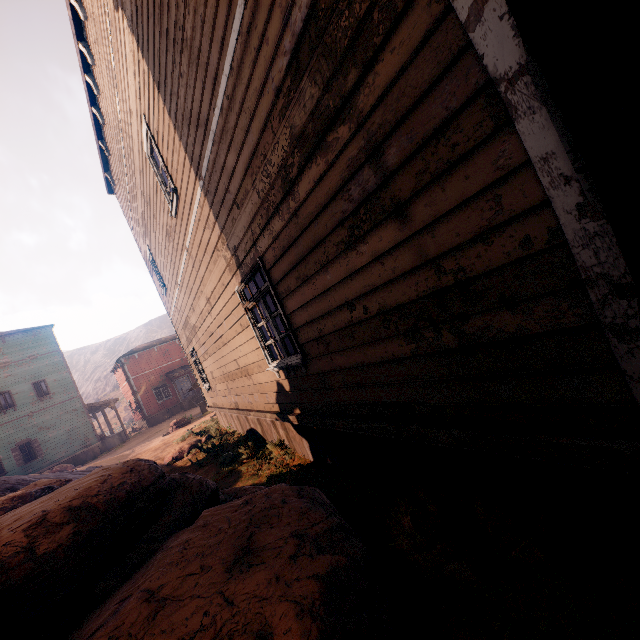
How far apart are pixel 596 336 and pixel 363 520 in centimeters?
305cm

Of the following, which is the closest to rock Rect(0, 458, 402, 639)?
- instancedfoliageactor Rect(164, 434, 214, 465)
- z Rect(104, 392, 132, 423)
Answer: z Rect(104, 392, 132, 423)

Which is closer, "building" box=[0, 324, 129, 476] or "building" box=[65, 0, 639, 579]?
"building" box=[65, 0, 639, 579]

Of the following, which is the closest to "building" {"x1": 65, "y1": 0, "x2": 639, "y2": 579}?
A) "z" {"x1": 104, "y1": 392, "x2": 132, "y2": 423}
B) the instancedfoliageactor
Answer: "z" {"x1": 104, "y1": 392, "x2": 132, "y2": 423}

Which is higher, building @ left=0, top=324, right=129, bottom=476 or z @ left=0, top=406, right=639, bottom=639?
building @ left=0, top=324, right=129, bottom=476

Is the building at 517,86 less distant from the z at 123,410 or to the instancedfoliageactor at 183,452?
the z at 123,410

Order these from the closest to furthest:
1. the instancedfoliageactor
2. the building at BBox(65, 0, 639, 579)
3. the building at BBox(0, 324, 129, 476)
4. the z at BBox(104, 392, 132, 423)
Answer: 1. the building at BBox(65, 0, 639, 579)
2. the instancedfoliageactor
3. the building at BBox(0, 324, 129, 476)
4. the z at BBox(104, 392, 132, 423)

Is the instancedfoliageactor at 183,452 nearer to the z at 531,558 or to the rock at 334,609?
the z at 531,558
